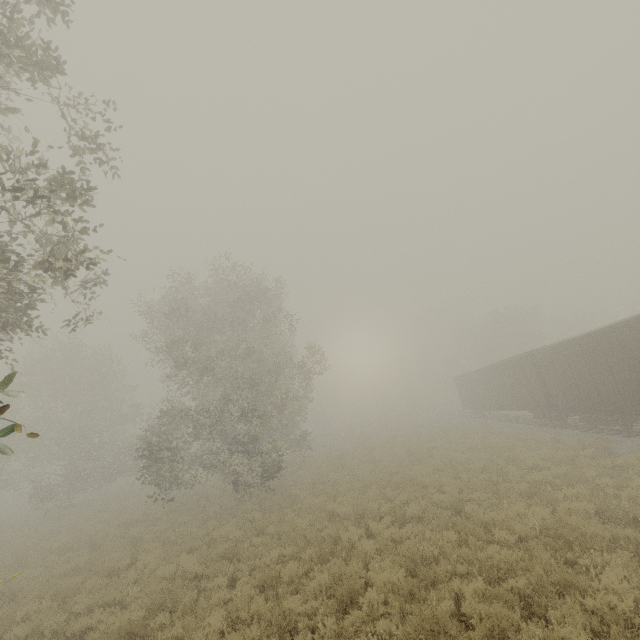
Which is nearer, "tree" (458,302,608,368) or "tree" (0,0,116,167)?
"tree" (0,0,116,167)

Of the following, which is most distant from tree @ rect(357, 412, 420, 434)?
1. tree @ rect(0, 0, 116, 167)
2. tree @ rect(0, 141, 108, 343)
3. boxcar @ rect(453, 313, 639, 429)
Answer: tree @ rect(0, 0, 116, 167)

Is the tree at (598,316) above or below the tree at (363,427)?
above

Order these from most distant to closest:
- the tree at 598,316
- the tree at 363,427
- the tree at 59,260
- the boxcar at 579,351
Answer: the tree at 363,427 → the tree at 598,316 → the boxcar at 579,351 → the tree at 59,260

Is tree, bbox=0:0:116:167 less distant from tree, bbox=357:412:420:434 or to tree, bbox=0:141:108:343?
tree, bbox=0:141:108:343

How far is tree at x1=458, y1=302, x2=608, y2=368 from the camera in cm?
4328

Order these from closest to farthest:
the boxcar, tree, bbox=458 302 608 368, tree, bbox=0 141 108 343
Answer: tree, bbox=0 141 108 343
the boxcar
tree, bbox=458 302 608 368

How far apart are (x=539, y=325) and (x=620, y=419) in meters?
36.9
